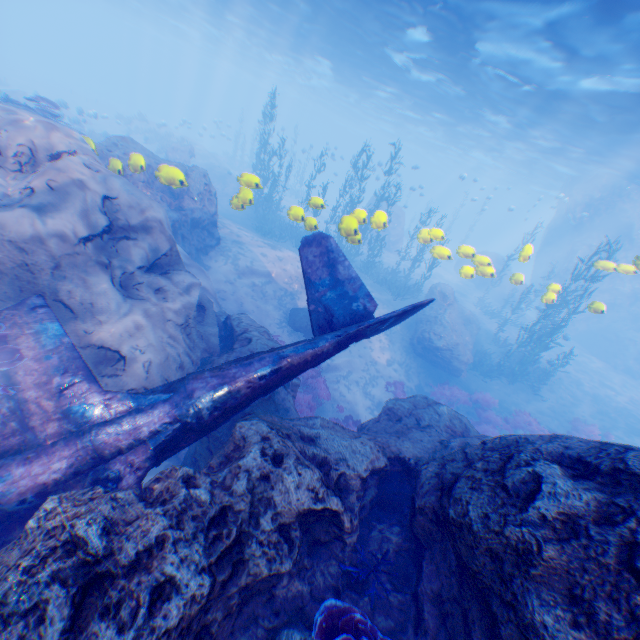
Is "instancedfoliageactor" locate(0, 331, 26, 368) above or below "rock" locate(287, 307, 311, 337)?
above

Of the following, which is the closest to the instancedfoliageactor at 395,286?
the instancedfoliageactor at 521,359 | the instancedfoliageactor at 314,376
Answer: the instancedfoliageactor at 314,376

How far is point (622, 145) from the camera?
18.8 meters

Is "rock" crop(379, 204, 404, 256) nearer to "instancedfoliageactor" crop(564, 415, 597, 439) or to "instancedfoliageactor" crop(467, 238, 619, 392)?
"instancedfoliageactor" crop(564, 415, 597, 439)

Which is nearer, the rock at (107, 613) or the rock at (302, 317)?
the rock at (107, 613)

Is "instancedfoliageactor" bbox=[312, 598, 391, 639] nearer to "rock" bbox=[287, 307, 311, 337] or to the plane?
"rock" bbox=[287, 307, 311, 337]

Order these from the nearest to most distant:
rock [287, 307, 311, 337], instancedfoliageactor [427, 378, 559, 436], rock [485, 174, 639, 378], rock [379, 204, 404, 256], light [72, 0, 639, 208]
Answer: light [72, 0, 639, 208] → rock [287, 307, 311, 337] → instancedfoliageactor [427, 378, 559, 436] → rock [485, 174, 639, 378] → rock [379, 204, 404, 256]

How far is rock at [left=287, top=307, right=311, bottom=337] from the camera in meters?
13.9 m
